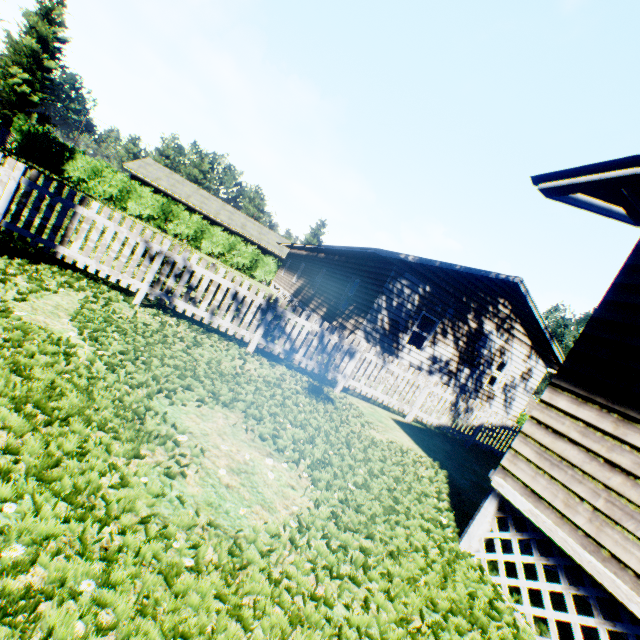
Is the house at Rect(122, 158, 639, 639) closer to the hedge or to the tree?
the hedge

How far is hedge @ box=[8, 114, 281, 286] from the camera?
24.94m

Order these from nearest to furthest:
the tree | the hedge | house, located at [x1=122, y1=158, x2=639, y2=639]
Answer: house, located at [x1=122, y1=158, x2=639, y2=639]
the tree
the hedge

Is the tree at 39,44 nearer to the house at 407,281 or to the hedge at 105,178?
the hedge at 105,178

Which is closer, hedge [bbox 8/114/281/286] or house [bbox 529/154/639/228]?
house [bbox 529/154/639/228]

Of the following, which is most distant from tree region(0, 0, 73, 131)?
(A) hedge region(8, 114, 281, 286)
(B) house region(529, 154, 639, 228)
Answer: (B) house region(529, 154, 639, 228)

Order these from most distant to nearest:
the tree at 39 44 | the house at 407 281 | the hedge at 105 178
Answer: the hedge at 105 178
the tree at 39 44
the house at 407 281

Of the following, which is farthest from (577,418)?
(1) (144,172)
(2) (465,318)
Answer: (1) (144,172)
